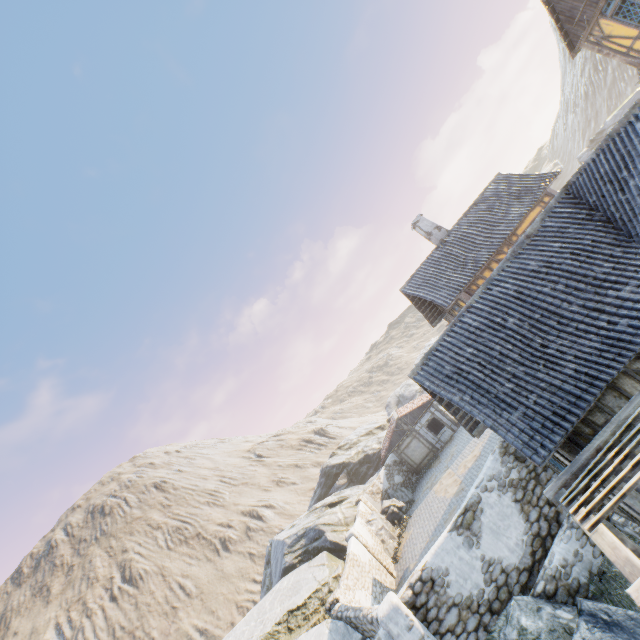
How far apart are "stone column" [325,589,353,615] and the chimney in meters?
19.3 m

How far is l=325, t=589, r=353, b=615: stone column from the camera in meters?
12.5

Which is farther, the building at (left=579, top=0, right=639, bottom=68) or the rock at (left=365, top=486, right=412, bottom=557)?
the rock at (left=365, top=486, right=412, bottom=557)

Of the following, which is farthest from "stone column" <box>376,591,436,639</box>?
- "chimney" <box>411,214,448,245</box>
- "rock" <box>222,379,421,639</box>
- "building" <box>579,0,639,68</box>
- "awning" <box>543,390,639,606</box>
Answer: "building" <box>579,0,639,68</box>

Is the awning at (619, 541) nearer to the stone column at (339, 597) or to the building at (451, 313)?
the stone column at (339, 597)

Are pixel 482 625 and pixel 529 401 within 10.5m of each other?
yes

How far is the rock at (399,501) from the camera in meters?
20.9 m

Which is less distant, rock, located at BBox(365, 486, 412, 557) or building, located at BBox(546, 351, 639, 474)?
building, located at BBox(546, 351, 639, 474)
